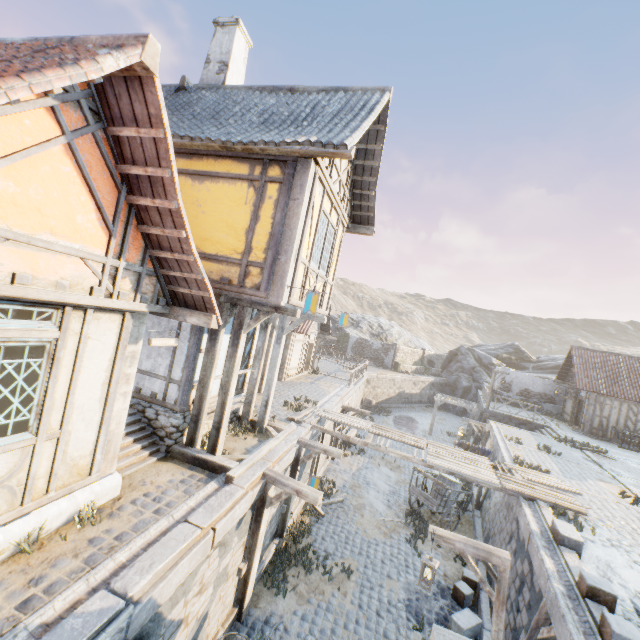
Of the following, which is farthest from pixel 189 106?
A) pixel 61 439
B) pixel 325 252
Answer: pixel 61 439

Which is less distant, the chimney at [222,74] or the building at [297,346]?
the chimney at [222,74]

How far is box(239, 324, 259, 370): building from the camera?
9.95m

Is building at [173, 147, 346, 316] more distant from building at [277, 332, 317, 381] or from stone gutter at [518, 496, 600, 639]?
stone gutter at [518, 496, 600, 639]

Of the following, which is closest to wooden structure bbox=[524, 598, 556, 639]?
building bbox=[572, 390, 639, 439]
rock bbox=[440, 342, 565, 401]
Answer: building bbox=[572, 390, 639, 439]

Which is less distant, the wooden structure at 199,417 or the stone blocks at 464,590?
the wooden structure at 199,417

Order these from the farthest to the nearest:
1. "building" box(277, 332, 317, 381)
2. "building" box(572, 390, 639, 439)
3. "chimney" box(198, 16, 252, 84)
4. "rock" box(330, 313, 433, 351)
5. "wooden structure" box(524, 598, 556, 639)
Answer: "rock" box(330, 313, 433, 351)
"building" box(572, 390, 639, 439)
"building" box(277, 332, 317, 381)
"chimney" box(198, 16, 252, 84)
"wooden structure" box(524, 598, 556, 639)

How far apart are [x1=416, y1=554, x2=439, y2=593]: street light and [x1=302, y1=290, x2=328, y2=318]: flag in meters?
5.5 m
